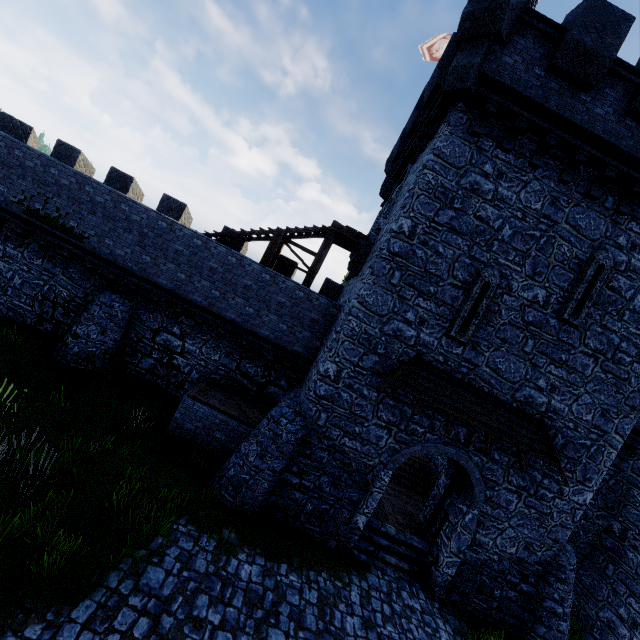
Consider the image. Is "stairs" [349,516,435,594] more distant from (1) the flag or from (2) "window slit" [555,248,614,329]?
(1) the flag

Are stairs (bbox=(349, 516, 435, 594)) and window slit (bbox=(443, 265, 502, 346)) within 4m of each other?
no

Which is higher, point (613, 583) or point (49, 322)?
point (613, 583)

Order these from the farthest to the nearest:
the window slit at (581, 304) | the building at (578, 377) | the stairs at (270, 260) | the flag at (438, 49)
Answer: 1. the flag at (438, 49)
2. the stairs at (270, 260)
3. the window slit at (581, 304)
4. the building at (578, 377)

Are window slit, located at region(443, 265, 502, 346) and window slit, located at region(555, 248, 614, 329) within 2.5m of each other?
yes

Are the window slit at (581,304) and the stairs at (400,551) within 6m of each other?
no

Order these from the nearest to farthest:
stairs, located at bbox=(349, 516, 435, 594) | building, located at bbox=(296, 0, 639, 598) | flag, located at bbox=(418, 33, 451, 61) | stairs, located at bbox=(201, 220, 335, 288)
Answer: building, located at bbox=(296, 0, 639, 598) < stairs, located at bbox=(349, 516, 435, 594) < stairs, located at bbox=(201, 220, 335, 288) < flag, located at bbox=(418, 33, 451, 61)

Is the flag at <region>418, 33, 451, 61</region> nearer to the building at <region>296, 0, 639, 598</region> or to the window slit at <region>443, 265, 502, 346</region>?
the building at <region>296, 0, 639, 598</region>
